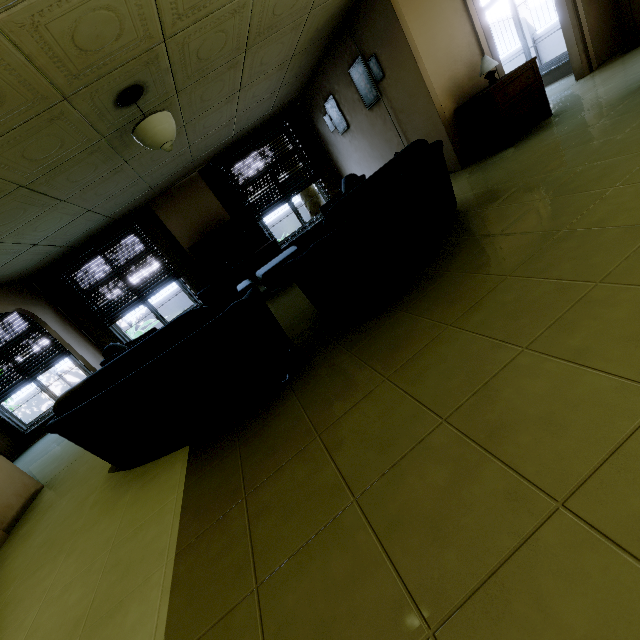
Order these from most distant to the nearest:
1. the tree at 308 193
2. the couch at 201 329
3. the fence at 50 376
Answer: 1. the fence at 50 376
2. the tree at 308 193
3. the couch at 201 329

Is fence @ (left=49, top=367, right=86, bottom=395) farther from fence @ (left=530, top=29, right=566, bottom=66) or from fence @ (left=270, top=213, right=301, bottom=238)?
fence @ (left=530, top=29, right=566, bottom=66)

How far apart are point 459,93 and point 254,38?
3.0m

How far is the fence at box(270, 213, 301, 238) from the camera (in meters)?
14.35

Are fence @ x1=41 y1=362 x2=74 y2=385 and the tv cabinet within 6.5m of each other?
no

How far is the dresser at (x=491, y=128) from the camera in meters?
4.3 m

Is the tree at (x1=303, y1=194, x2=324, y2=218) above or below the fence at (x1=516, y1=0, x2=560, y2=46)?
below

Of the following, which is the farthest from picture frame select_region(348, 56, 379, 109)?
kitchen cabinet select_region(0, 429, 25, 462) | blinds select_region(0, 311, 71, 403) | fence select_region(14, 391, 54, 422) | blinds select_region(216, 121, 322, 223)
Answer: fence select_region(14, 391, 54, 422)
